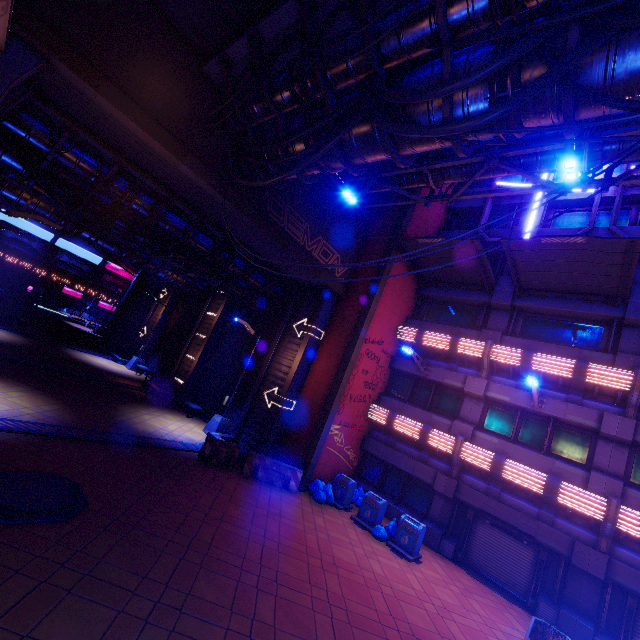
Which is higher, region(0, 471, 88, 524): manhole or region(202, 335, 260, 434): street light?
region(202, 335, 260, 434): street light

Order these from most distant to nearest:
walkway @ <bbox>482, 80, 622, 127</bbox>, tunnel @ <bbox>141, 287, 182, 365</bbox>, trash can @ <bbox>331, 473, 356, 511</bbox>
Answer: tunnel @ <bbox>141, 287, 182, 365</bbox>, trash can @ <bbox>331, 473, 356, 511</bbox>, walkway @ <bbox>482, 80, 622, 127</bbox>

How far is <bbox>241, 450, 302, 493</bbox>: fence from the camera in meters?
13.3

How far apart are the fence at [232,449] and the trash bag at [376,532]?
6.02m

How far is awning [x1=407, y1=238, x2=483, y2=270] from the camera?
14.0m

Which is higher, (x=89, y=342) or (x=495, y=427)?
(x=495, y=427)

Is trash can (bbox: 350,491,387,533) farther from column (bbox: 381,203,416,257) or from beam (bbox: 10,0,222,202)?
beam (bbox: 10,0,222,202)

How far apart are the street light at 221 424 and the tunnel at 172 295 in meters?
13.1
